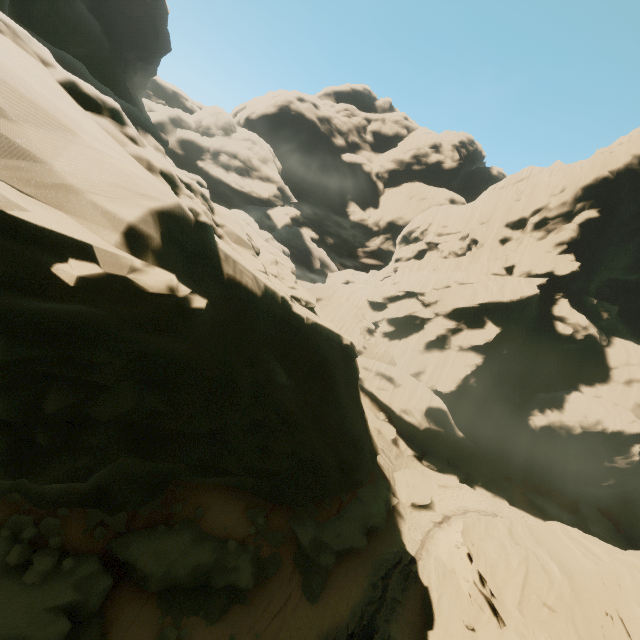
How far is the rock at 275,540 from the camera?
15.4 meters

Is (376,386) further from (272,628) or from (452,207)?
(452,207)

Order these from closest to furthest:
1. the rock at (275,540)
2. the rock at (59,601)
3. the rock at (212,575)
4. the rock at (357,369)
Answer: the rock at (357,369), the rock at (59,601), the rock at (212,575), the rock at (275,540)

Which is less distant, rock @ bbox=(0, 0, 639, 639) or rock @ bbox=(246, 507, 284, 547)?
rock @ bbox=(0, 0, 639, 639)

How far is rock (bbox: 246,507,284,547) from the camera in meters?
15.4 m
